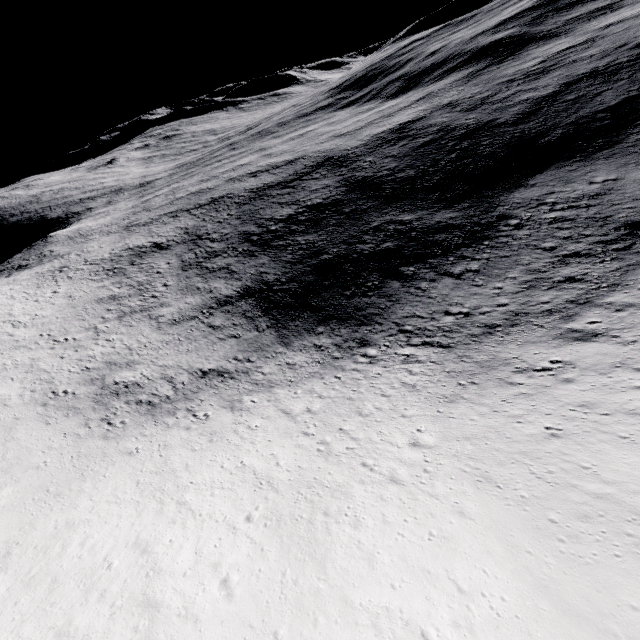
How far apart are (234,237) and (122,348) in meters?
28.6
